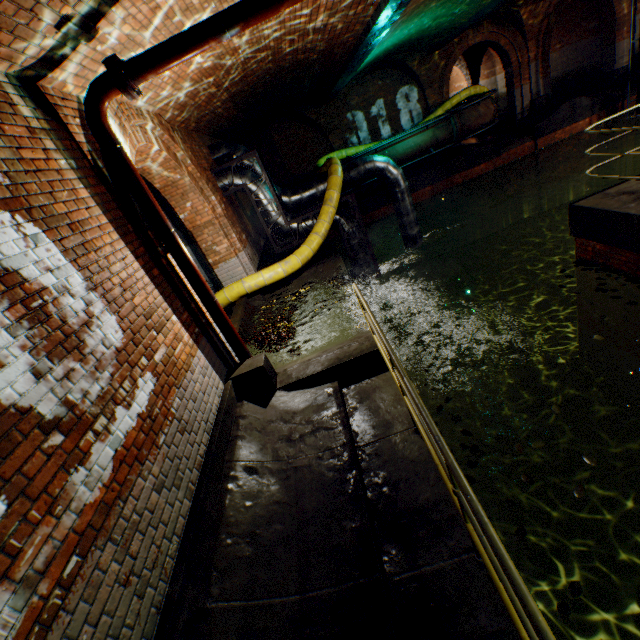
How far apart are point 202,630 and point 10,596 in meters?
1.3 m

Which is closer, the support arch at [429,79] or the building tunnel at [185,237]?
the building tunnel at [185,237]

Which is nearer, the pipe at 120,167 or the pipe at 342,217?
the pipe at 120,167

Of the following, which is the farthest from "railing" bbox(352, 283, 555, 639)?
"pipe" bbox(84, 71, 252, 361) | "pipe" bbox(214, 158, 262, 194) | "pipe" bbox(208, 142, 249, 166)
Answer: "pipe" bbox(208, 142, 249, 166)

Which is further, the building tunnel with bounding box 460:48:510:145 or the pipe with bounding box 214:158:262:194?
the building tunnel with bounding box 460:48:510:145

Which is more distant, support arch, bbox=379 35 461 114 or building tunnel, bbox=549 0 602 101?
building tunnel, bbox=549 0 602 101

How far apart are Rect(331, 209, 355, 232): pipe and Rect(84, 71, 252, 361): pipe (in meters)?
5.34
